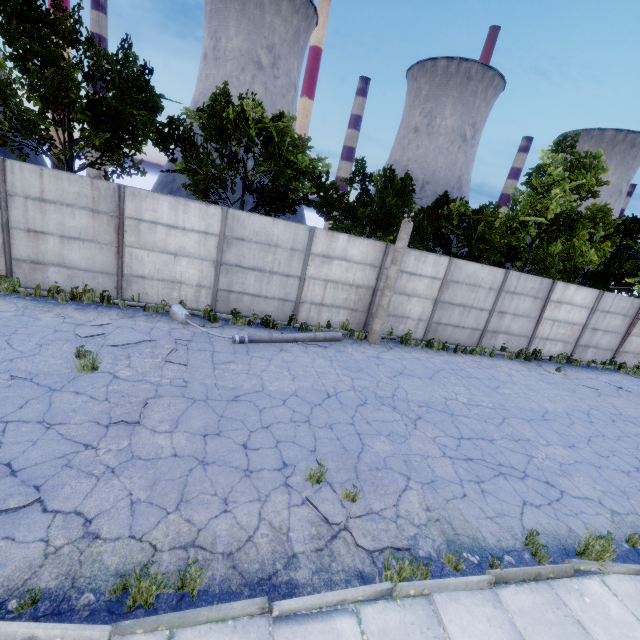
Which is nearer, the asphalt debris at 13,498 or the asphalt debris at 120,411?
the asphalt debris at 13,498

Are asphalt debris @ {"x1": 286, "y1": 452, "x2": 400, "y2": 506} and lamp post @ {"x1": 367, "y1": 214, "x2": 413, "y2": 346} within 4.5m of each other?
no

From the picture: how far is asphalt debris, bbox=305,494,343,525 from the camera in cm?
467

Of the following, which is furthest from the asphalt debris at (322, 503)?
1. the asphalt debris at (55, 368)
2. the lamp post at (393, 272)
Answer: the lamp post at (393, 272)

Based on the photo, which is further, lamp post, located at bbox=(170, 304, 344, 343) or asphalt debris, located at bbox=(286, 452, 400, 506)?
lamp post, located at bbox=(170, 304, 344, 343)

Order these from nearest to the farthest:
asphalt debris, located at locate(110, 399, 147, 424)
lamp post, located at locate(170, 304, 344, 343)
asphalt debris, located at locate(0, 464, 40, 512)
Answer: asphalt debris, located at locate(0, 464, 40, 512)
asphalt debris, located at locate(110, 399, 147, 424)
lamp post, located at locate(170, 304, 344, 343)

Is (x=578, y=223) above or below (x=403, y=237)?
above
